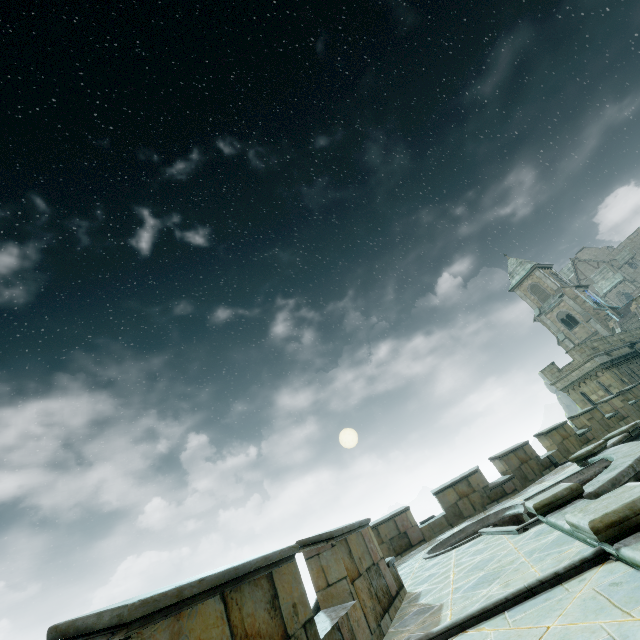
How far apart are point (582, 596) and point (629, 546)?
0.62m

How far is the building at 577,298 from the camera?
43.4m

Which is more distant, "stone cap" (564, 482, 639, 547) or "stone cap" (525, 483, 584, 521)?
"stone cap" (525, 483, 584, 521)

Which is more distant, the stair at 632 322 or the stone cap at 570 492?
the stair at 632 322

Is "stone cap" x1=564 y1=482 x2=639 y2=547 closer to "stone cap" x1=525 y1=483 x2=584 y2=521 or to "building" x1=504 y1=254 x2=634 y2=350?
"stone cap" x1=525 y1=483 x2=584 y2=521

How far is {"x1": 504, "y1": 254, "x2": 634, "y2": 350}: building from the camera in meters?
43.4 m

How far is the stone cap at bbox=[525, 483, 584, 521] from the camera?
5.7 meters

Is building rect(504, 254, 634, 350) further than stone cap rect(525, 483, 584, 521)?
Yes
